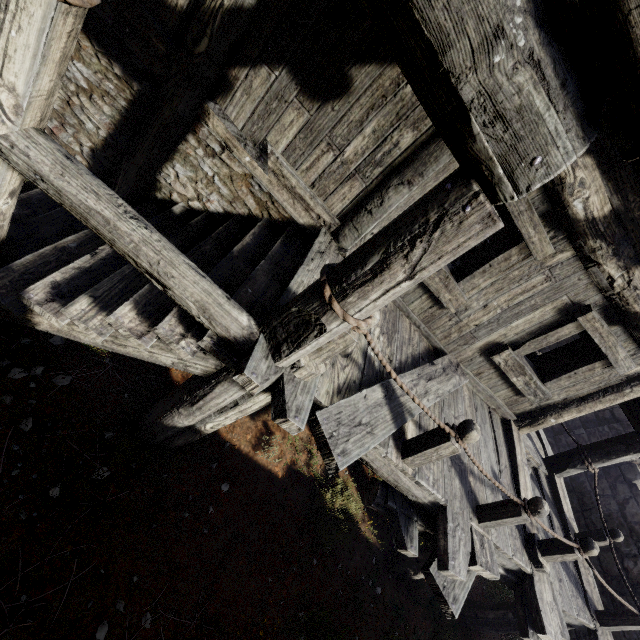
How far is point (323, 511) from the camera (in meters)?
5.20
